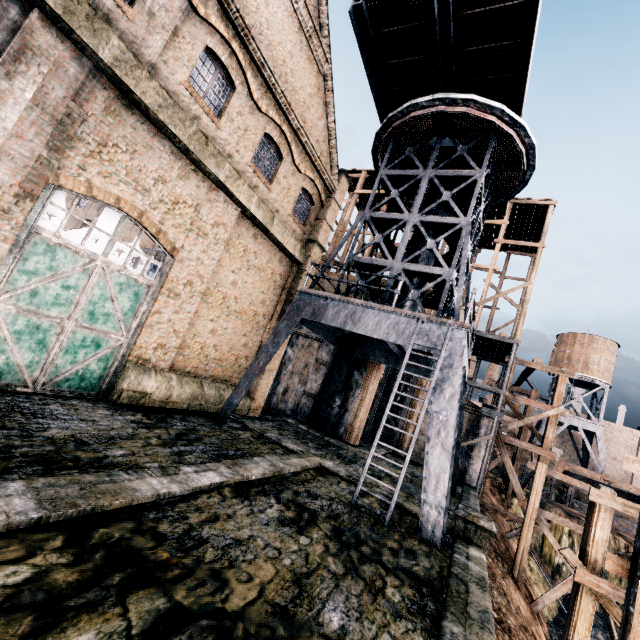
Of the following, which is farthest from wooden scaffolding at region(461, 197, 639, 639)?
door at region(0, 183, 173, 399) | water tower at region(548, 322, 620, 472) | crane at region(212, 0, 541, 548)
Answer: water tower at region(548, 322, 620, 472)

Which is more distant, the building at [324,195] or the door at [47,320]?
the door at [47,320]

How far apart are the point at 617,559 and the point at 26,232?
15.1m

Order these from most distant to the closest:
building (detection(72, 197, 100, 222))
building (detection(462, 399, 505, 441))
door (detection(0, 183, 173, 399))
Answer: building (detection(72, 197, 100, 222))
building (detection(462, 399, 505, 441))
door (detection(0, 183, 173, 399))

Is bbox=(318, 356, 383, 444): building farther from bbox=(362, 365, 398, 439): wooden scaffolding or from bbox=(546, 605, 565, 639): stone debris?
bbox=(546, 605, 565, 639): stone debris

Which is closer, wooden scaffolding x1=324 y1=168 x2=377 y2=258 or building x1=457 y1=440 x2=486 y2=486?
building x1=457 y1=440 x2=486 y2=486

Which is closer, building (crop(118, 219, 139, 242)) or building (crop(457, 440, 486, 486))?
building (crop(457, 440, 486, 486))

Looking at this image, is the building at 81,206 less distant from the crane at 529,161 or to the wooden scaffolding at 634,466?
the crane at 529,161
